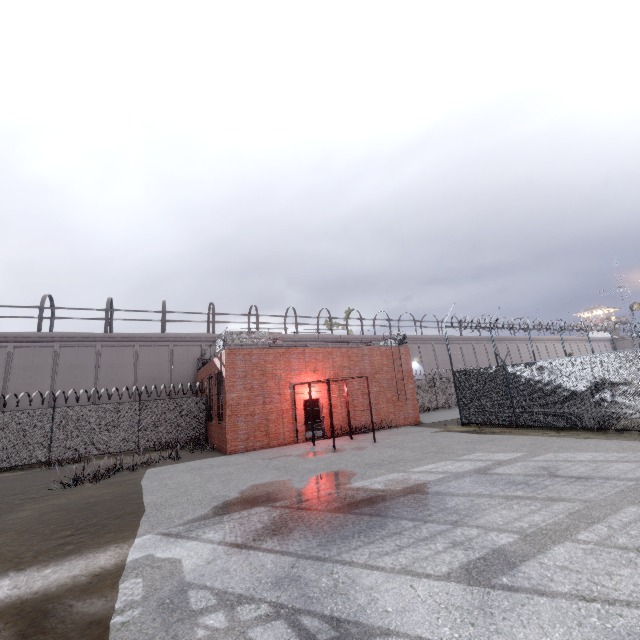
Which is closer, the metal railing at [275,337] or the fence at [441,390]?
the fence at [441,390]

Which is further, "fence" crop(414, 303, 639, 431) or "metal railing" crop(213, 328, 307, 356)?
"metal railing" crop(213, 328, 307, 356)

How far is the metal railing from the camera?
16.39m

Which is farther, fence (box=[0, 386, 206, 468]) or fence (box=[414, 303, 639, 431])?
fence (box=[0, 386, 206, 468])

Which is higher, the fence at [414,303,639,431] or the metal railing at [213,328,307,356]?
the metal railing at [213,328,307,356]

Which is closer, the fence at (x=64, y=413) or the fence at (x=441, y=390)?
the fence at (x=441, y=390)

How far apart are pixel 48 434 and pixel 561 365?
24.68m
